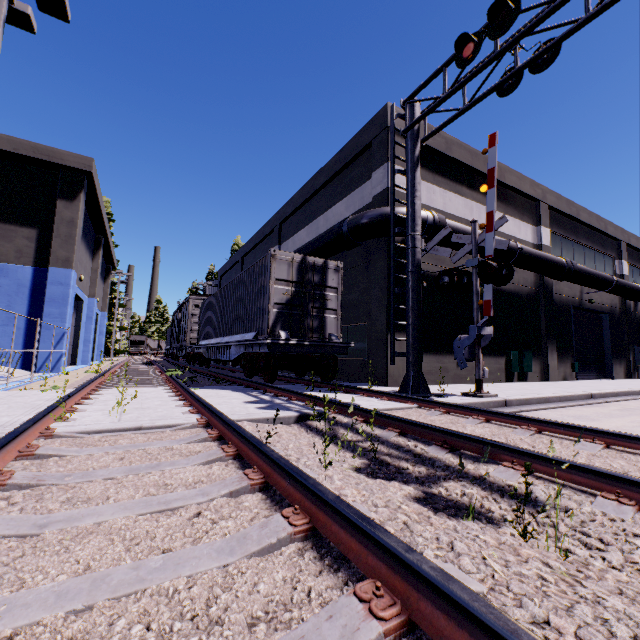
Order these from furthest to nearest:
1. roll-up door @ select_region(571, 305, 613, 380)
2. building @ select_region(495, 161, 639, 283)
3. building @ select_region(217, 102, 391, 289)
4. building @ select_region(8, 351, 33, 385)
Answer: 1. roll-up door @ select_region(571, 305, 613, 380)
2. building @ select_region(495, 161, 639, 283)
3. building @ select_region(217, 102, 391, 289)
4. building @ select_region(8, 351, 33, 385)

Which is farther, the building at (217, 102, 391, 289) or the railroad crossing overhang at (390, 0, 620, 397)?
the building at (217, 102, 391, 289)

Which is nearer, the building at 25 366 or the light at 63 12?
the light at 63 12

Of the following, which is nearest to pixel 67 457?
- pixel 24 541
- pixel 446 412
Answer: pixel 24 541

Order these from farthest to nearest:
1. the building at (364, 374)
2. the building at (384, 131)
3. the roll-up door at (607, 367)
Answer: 1. the roll-up door at (607, 367)
2. the building at (384, 131)
3. the building at (364, 374)

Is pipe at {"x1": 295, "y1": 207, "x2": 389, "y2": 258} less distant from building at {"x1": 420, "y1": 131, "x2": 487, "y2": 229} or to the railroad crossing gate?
building at {"x1": 420, "y1": 131, "x2": 487, "y2": 229}

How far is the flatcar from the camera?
9.0m

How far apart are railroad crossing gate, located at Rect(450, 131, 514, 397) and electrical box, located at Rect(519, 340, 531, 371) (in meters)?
7.27
